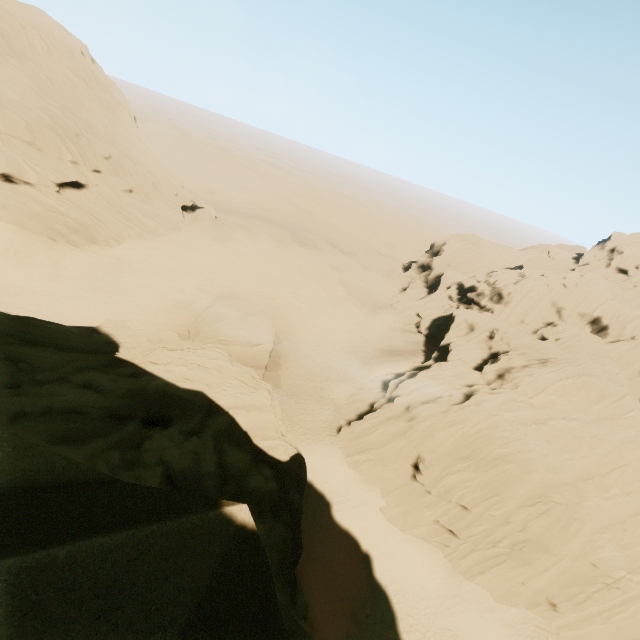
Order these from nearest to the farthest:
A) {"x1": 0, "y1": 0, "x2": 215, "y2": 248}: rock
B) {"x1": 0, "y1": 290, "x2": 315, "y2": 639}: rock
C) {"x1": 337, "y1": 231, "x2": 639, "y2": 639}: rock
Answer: {"x1": 0, "y1": 290, "x2": 315, "y2": 639}: rock < {"x1": 337, "y1": 231, "x2": 639, "y2": 639}: rock < {"x1": 0, "y1": 0, "x2": 215, "y2": 248}: rock

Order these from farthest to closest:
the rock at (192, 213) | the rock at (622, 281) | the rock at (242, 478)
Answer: the rock at (192, 213), the rock at (622, 281), the rock at (242, 478)

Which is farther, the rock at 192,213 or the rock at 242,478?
the rock at 192,213

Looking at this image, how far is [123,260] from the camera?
37.2 meters

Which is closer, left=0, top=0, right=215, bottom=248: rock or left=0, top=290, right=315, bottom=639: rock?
left=0, top=290, right=315, bottom=639: rock
